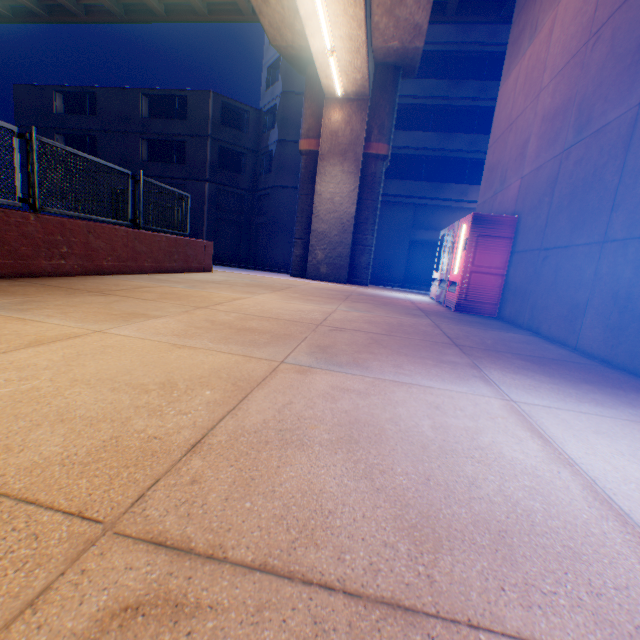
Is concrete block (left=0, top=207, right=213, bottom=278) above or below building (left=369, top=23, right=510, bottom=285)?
below

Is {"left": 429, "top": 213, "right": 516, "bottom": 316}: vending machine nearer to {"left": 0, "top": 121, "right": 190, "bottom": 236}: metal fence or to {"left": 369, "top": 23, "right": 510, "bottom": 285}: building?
{"left": 0, "top": 121, "right": 190, "bottom": 236}: metal fence

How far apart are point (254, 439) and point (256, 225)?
26.11m

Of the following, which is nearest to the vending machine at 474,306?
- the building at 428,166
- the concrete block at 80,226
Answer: the concrete block at 80,226

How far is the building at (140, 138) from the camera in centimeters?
2262cm

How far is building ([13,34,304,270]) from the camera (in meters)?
22.62

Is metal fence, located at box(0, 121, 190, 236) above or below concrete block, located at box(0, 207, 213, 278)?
above

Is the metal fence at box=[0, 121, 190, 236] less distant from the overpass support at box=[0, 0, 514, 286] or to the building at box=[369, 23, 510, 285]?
the overpass support at box=[0, 0, 514, 286]
